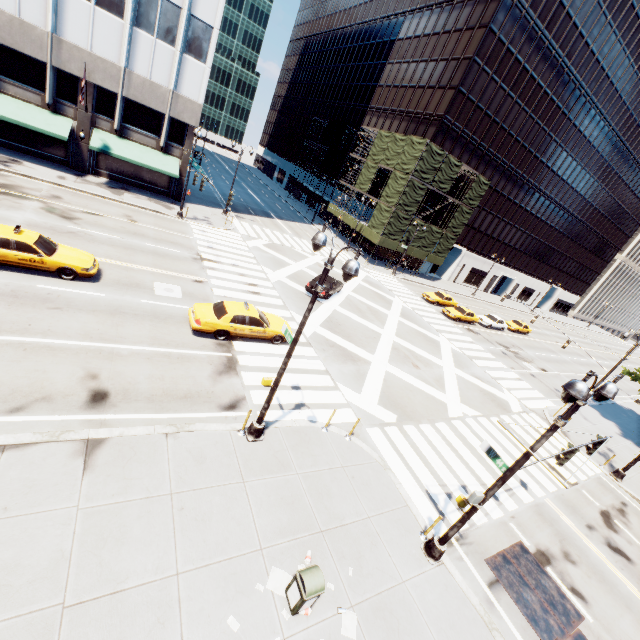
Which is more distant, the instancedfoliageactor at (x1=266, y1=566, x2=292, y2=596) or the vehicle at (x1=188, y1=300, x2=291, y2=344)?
the vehicle at (x1=188, y1=300, x2=291, y2=344)

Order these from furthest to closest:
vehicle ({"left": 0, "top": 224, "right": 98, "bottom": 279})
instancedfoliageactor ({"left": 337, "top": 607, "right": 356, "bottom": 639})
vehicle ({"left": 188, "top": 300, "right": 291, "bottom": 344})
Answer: vehicle ({"left": 188, "top": 300, "right": 291, "bottom": 344}) → vehicle ({"left": 0, "top": 224, "right": 98, "bottom": 279}) → instancedfoliageactor ({"left": 337, "top": 607, "right": 356, "bottom": 639})

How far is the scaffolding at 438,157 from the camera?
38.9m

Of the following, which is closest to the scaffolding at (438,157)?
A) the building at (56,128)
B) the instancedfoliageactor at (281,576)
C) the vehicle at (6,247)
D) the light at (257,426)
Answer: the building at (56,128)

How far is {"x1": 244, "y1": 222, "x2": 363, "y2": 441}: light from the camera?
7.7m

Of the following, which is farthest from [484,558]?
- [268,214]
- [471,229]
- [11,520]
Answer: [471,229]

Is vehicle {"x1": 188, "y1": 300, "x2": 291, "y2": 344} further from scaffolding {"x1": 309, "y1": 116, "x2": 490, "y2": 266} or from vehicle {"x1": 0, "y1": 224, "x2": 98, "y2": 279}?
scaffolding {"x1": 309, "y1": 116, "x2": 490, "y2": 266}

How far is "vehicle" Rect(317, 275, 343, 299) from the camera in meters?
24.4
